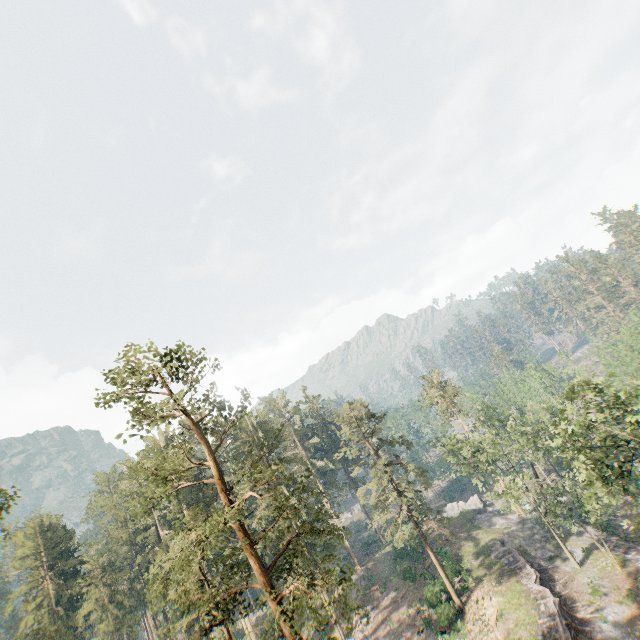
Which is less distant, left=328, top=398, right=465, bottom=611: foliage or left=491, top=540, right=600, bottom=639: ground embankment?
left=491, top=540, right=600, bottom=639: ground embankment

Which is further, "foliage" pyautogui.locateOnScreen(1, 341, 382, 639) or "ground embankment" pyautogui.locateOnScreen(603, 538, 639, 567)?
"ground embankment" pyautogui.locateOnScreen(603, 538, 639, 567)

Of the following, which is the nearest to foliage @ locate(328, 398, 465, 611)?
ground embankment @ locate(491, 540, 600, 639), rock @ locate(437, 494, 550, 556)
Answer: rock @ locate(437, 494, 550, 556)

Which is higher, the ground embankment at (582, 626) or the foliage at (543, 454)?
the foliage at (543, 454)

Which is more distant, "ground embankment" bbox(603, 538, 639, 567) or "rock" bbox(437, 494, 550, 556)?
"rock" bbox(437, 494, 550, 556)

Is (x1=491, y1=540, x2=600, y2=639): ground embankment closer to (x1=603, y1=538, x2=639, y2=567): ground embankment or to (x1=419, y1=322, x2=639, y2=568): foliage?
(x1=419, y1=322, x2=639, y2=568): foliage

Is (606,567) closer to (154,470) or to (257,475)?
(257,475)

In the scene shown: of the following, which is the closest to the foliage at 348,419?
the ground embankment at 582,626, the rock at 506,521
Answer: the rock at 506,521
